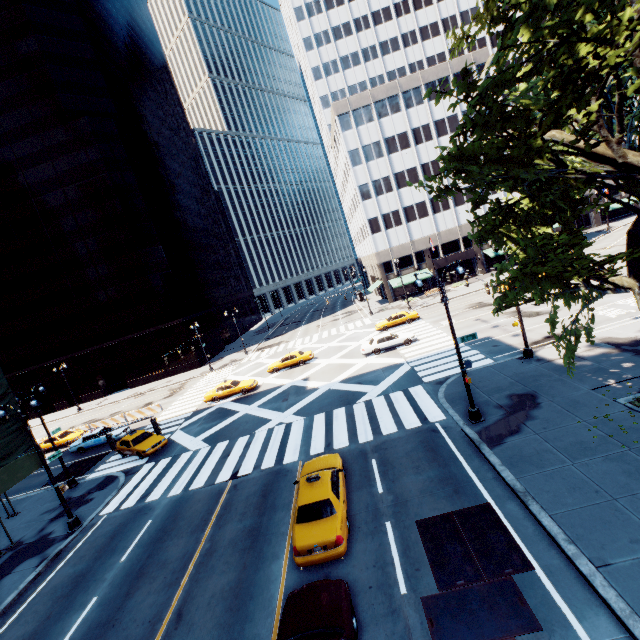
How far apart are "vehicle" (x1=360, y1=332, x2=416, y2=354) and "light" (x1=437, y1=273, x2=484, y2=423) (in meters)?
14.19

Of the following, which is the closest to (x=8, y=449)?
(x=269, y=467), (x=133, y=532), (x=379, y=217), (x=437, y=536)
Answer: (x=133, y=532)

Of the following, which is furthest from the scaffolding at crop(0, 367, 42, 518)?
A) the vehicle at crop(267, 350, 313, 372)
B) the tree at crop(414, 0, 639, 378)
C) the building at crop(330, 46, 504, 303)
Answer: the building at crop(330, 46, 504, 303)

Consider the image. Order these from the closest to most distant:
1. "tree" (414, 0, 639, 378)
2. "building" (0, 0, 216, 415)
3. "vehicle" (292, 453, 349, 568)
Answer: "tree" (414, 0, 639, 378), "vehicle" (292, 453, 349, 568), "building" (0, 0, 216, 415)

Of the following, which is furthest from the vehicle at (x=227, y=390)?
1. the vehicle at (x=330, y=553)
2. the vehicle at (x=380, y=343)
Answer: the vehicle at (x=330, y=553)

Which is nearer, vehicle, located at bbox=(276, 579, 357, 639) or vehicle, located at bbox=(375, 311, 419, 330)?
vehicle, located at bbox=(276, 579, 357, 639)

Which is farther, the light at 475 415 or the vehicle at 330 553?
the light at 475 415

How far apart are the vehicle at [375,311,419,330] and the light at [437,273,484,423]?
22.2 meters
